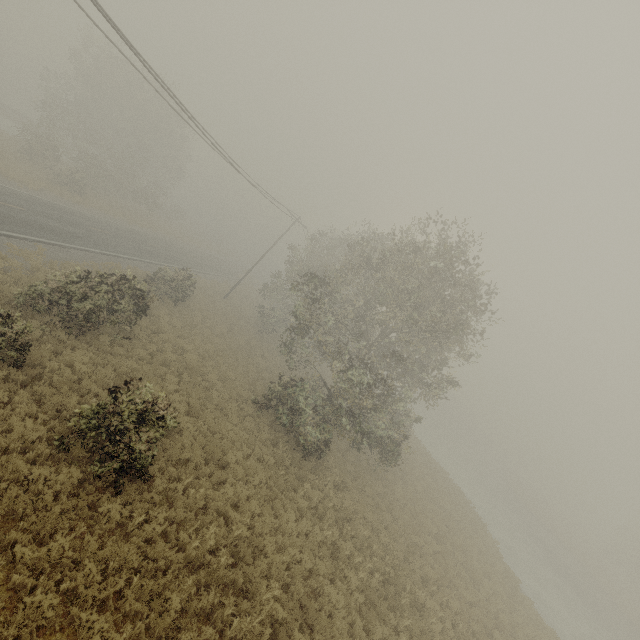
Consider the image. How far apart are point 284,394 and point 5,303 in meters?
13.3
